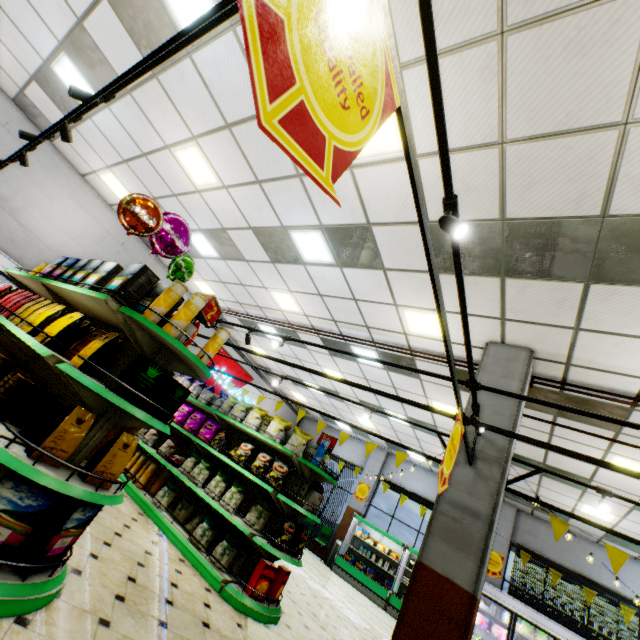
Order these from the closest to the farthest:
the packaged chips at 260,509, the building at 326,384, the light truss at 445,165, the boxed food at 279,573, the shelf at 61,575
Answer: the light truss at 445,165 < the shelf at 61,575 < the boxed food at 279,573 < the packaged chips at 260,509 < the building at 326,384

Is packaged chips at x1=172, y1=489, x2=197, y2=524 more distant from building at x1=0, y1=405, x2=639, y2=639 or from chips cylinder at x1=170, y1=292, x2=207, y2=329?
chips cylinder at x1=170, y1=292, x2=207, y2=329

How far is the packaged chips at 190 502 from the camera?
5.38m

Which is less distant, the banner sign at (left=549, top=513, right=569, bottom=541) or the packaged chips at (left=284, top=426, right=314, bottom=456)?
the banner sign at (left=549, top=513, right=569, bottom=541)

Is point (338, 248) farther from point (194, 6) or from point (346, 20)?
point (346, 20)

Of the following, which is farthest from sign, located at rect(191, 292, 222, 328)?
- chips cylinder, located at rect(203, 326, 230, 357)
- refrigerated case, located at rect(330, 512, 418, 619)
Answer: refrigerated case, located at rect(330, 512, 418, 619)

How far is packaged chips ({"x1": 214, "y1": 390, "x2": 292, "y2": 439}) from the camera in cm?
555

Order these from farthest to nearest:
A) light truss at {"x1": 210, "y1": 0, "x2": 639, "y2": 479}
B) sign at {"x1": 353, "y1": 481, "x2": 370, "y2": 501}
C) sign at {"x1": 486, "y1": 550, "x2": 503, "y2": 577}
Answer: sign at {"x1": 353, "y1": 481, "x2": 370, "y2": 501}
sign at {"x1": 486, "y1": 550, "x2": 503, "y2": 577}
light truss at {"x1": 210, "y1": 0, "x2": 639, "y2": 479}
